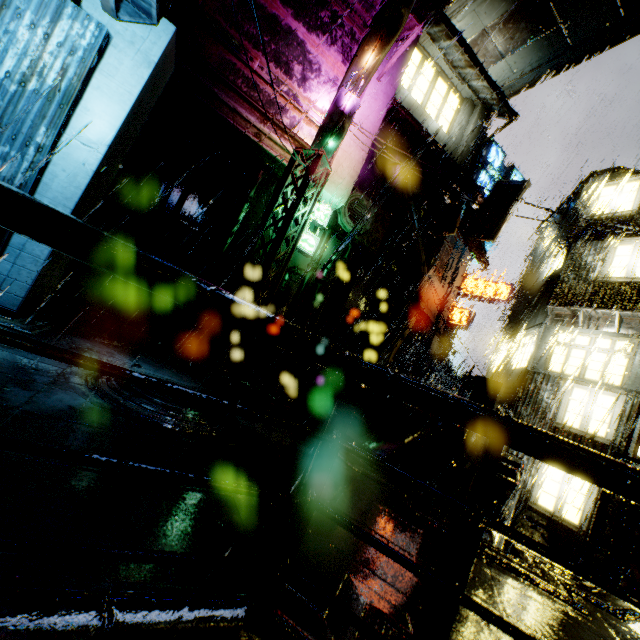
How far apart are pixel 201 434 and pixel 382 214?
14.5m

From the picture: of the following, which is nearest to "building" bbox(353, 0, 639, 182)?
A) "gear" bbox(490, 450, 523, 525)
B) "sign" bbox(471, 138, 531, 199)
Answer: "gear" bbox(490, 450, 523, 525)

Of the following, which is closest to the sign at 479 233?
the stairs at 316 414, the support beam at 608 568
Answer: the stairs at 316 414

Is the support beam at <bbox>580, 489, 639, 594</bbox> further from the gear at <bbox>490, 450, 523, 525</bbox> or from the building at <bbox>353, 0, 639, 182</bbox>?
the gear at <bbox>490, 450, 523, 525</bbox>

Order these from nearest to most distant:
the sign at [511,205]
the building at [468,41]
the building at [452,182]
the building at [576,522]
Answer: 1. the building at [576,522]
2. the building at [468,41]
3. the sign at [511,205]
4. the building at [452,182]

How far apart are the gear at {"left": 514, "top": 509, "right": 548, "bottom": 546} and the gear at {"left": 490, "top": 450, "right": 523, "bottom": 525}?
0.2 meters

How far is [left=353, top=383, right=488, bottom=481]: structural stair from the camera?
6.5m

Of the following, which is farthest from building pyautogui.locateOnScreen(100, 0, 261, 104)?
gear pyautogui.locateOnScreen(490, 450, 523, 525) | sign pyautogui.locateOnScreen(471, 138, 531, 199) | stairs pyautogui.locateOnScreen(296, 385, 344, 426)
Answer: stairs pyautogui.locateOnScreen(296, 385, 344, 426)
